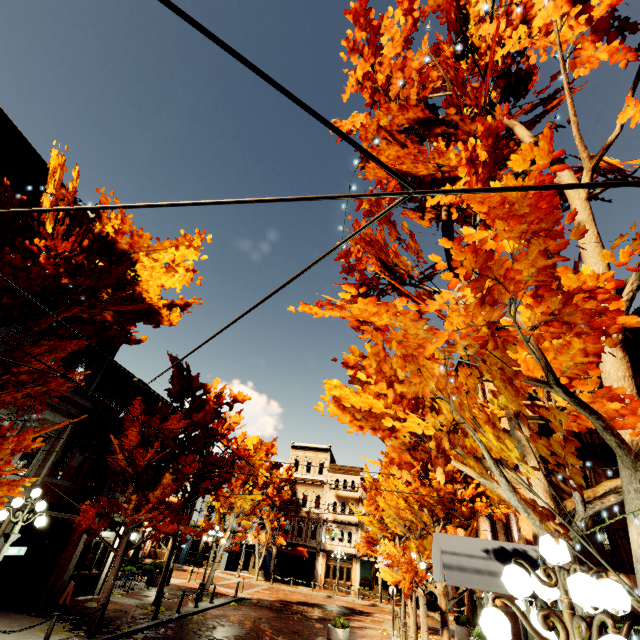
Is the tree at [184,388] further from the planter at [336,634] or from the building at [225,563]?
the planter at [336,634]

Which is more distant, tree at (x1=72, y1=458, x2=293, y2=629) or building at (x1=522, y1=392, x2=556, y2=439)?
tree at (x1=72, y1=458, x2=293, y2=629)

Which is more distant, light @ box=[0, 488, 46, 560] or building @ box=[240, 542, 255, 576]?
building @ box=[240, 542, 255, 576]

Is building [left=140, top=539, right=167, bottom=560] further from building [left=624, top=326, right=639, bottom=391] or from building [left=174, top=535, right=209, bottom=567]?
building [left=624, top=326, right=639, bottom=391]

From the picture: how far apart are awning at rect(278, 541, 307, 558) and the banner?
33.3 meters

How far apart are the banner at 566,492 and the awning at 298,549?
33.3 meters

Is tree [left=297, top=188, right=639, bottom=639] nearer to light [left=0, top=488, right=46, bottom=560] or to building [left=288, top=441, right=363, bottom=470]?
building [left=288, top=441, right=363, bottom=470]

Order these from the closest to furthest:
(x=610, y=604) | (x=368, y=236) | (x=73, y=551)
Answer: (x=610, y=604), (x=368, y=236), (x=73, y=551)
